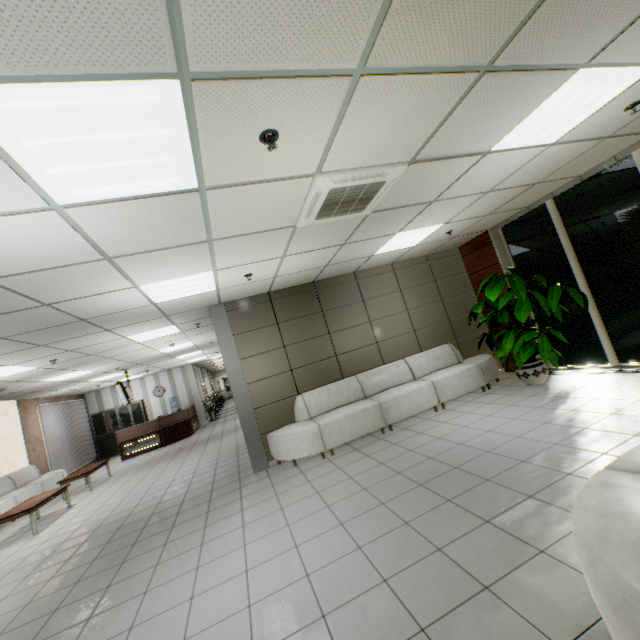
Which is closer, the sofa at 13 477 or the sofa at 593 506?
the sofa at 593 506

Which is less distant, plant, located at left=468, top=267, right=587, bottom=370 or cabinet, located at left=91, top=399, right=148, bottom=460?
plant, located at left=468, top=267, right=587, bottom=370

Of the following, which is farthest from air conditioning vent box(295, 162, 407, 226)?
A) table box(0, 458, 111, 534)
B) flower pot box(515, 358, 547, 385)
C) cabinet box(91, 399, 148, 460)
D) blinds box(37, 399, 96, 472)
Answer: cabinet box(91, 399, 148, 460)

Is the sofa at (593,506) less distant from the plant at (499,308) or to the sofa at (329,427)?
the plant at (499,308)

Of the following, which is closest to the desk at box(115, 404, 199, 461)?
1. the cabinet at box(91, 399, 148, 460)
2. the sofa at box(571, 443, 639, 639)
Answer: the cabinet at box(91, 399, 148, 460)

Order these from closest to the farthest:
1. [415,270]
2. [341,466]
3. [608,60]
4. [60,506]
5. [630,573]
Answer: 1. [630,573]
2. [608,60]
3. [341,466]
4. [415,270]
5. [60,506]

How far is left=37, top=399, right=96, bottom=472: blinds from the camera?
11.8m

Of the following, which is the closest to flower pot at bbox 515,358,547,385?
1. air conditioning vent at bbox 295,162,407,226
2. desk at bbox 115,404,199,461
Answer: air conditioning vent at bbox 295,162,407,226
